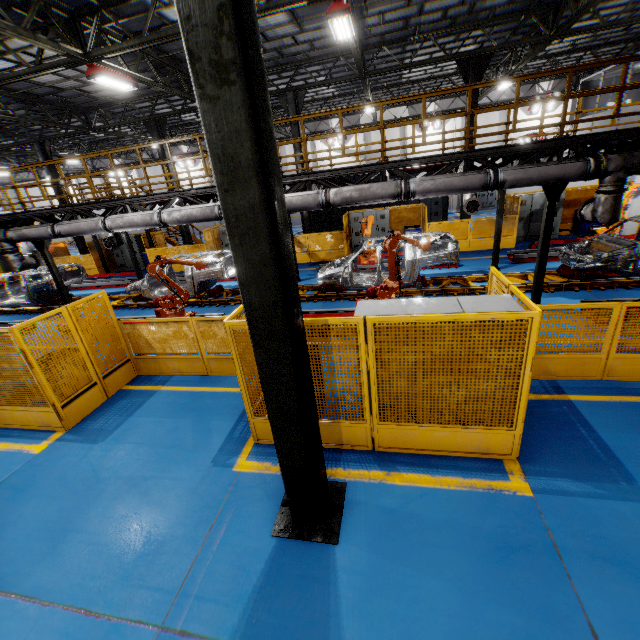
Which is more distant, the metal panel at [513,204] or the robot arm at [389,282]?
the metal panel at [513,204]

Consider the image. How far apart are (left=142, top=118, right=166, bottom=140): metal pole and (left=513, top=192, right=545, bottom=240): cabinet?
17.7m

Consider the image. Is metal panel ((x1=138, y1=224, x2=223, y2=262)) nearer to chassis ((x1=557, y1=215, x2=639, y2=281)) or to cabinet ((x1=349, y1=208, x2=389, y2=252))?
cabinet ((x1=349, y1=208, x2=389, y2=252))

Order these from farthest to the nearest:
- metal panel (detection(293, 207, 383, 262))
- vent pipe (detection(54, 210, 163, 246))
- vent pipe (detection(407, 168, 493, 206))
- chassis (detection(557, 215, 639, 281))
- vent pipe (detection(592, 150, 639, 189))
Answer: metal panel (detection(293, 207, 383, 262)), vent pipe (detection(54, 210, 163, 246)), chassis (detection(557, 215, 639, 281)), vent pipe (detection(407, 168, 493, 206)), vent pipe (detection(592, 150, 639, 189))

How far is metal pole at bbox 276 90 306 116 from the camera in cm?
1530

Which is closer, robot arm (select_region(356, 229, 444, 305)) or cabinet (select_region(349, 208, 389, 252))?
robot arm (select_region(356, 229, 444, 305))

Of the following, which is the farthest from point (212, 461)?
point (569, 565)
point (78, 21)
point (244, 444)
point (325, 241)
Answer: point (325, 241)

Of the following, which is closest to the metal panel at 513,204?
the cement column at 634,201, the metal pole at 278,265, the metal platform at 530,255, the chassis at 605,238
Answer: the cement column at 634,201
